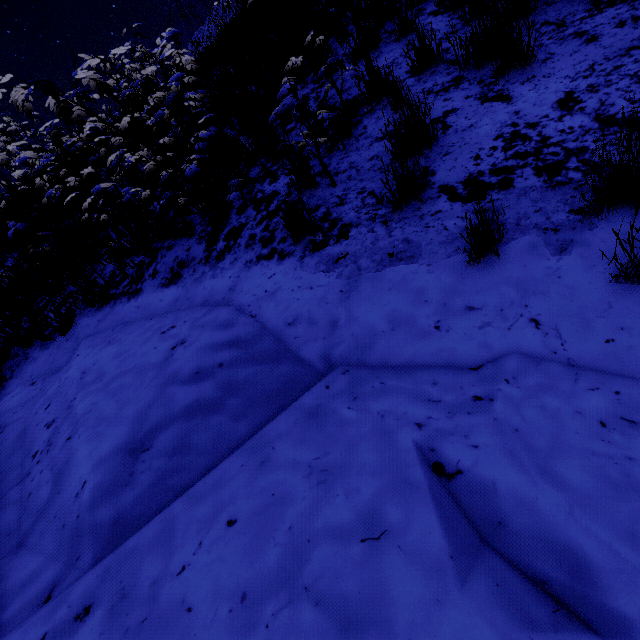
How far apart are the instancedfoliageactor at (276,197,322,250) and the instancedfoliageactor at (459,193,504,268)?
1.2 meters

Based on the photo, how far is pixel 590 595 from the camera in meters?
0.9

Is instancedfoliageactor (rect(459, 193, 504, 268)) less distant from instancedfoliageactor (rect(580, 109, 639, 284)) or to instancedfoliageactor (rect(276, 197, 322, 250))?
instancedfoliageactor (rect(580, 109, 639, 284))

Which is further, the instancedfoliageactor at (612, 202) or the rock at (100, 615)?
the instancedfoliageactor at (612, 202)

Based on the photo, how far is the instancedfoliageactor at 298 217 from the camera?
2.61m

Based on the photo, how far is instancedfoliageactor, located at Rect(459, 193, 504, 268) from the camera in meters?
1.8

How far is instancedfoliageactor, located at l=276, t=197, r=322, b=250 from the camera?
2.6m

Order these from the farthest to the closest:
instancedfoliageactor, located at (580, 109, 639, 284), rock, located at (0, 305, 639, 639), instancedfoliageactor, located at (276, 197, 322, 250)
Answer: instancedfoliageactor, located at (276, 197, 322, 250) → instancedfoliageactor, located at (580, 109, 639, 284) → rock, located at (0, 305, 639, 639)
